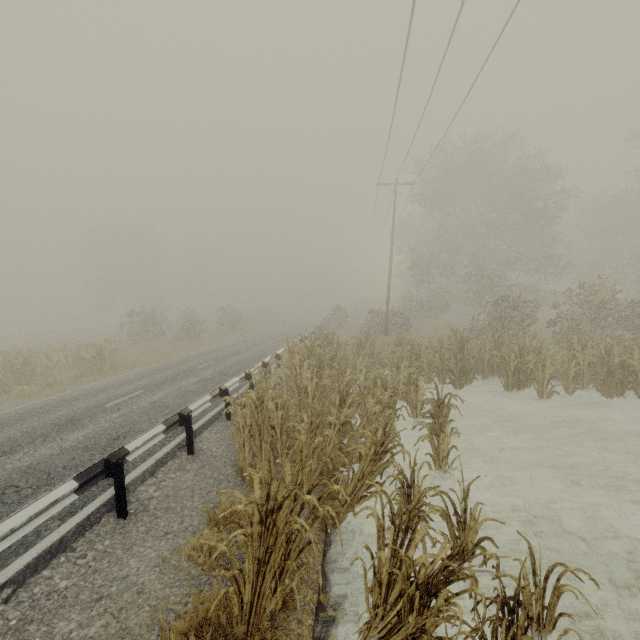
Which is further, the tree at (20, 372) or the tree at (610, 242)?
the tree at (20, 372)

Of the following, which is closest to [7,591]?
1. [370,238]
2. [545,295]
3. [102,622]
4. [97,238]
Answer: [102,622]

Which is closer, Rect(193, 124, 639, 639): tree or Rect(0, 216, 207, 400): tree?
Rect(193, 124, 639, 639): tree

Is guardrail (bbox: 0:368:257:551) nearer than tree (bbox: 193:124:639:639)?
No

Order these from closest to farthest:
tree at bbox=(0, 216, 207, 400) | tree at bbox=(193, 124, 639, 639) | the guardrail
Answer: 1. tree at bbox=(193, 124, 639, 639)
2. the guardrail
3. tree at bbox=(0, 216, 207, 400)

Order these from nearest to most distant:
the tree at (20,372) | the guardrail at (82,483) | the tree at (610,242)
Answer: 1. the tree at (610,242)
2. the guardrail at (82,483)
3. the tree at (20,372)
